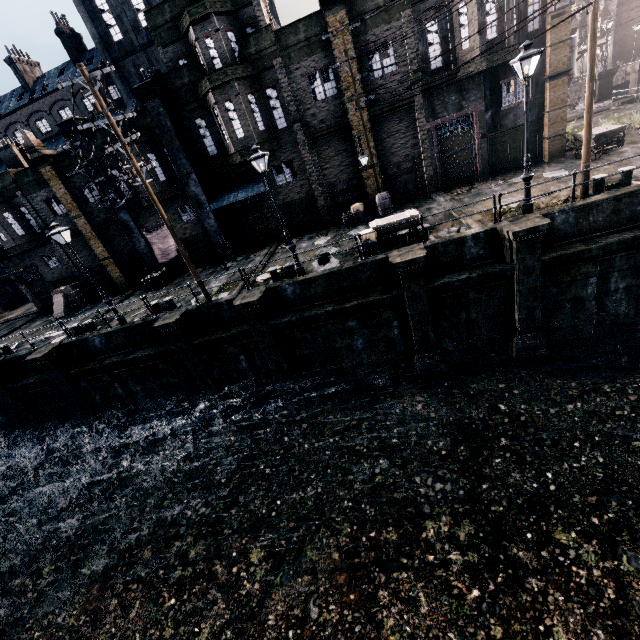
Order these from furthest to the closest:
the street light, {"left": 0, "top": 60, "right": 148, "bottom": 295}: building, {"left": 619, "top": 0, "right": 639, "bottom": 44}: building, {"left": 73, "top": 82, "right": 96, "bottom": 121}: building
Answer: {"left": 619, "top": 0, "right": 639, "bottom": 44}: building < {"left": 73, "top": 82, "right": 96, "bottom": 121}: building < {"left": 0, "top": 60, "right": 148, "bottom": 295}: building < the street light

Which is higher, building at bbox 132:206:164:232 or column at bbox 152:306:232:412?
building at bbox 132:206:164:232

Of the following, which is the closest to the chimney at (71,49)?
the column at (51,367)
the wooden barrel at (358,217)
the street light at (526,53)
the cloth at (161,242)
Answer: the cloth at (161,242)

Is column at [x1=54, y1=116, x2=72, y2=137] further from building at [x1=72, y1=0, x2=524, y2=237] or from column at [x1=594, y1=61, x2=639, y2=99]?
column at [x1=594, y1=61, x2=639, y2=99]

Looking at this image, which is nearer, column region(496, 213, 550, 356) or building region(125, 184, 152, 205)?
column region(496, 213, 550, 356)

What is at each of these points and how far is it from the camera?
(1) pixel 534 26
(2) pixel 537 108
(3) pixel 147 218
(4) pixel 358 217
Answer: (1) building, 17.5 meters
(2) building, 19.2 meters
(3) building, 23.7 meters
(4) wooden barrel, 21.6 meters

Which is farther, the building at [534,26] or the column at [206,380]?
the building at [534,26]

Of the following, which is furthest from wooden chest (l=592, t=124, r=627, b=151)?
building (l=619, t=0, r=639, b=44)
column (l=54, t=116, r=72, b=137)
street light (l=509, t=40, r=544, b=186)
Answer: building (l=619, t=0, r=639, b=44)
